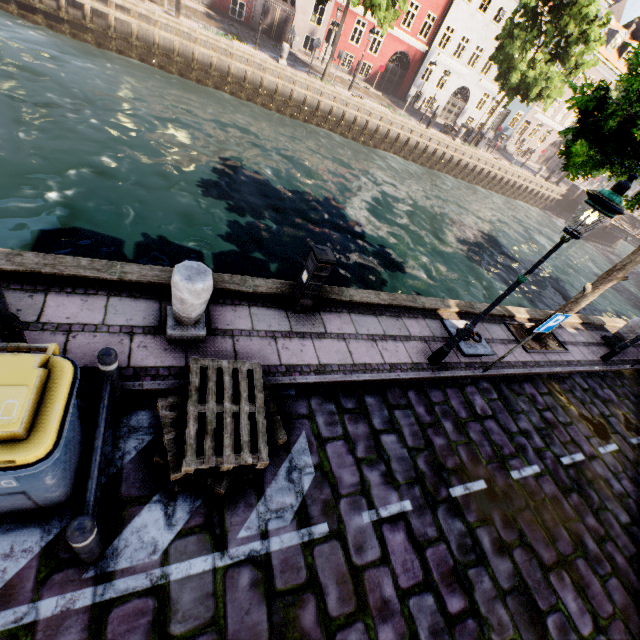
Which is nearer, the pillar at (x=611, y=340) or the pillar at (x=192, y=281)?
the pillar at (x=192, y=281)

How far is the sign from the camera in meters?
5.4

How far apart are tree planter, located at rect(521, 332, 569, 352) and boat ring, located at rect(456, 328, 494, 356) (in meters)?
1.40

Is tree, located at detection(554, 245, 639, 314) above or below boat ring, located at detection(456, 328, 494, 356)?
above

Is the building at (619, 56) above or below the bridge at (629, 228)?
above

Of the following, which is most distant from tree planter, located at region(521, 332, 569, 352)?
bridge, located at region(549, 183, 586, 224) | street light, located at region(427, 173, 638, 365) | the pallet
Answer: bridge, located at region(549, 183, 586, 224)

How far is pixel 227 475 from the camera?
3.40m

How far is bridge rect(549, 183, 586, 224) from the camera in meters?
34.3
